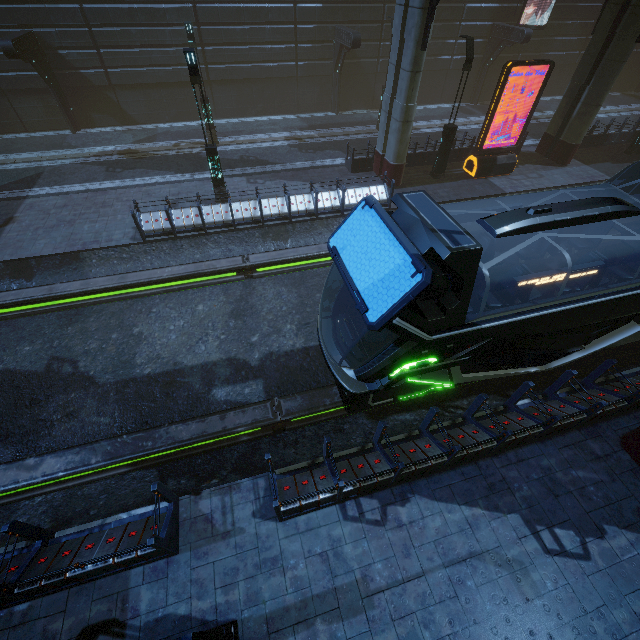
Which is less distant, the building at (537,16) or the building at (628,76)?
the building at (537,16)

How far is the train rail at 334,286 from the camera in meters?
12.3

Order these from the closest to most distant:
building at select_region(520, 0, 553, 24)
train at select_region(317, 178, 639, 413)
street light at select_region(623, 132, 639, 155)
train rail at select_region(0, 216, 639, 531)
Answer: train at select_region(317, 178, 639, 413) < train rail at select_region(0, 216, 639, 531) < street light at select_region(623, 132, 639, 155) < building at select_region(520, 0, 553, 24)

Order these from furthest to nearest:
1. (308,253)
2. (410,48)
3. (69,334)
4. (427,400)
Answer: (308,253)
(410,48)
(69,334)
(427,400)

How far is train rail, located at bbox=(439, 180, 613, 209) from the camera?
15.8 meters

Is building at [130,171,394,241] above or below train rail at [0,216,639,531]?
above

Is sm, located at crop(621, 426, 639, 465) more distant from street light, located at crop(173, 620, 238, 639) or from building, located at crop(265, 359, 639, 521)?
street light, located at crop(173, 620, 238, 639)

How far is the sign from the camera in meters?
14.1 m
